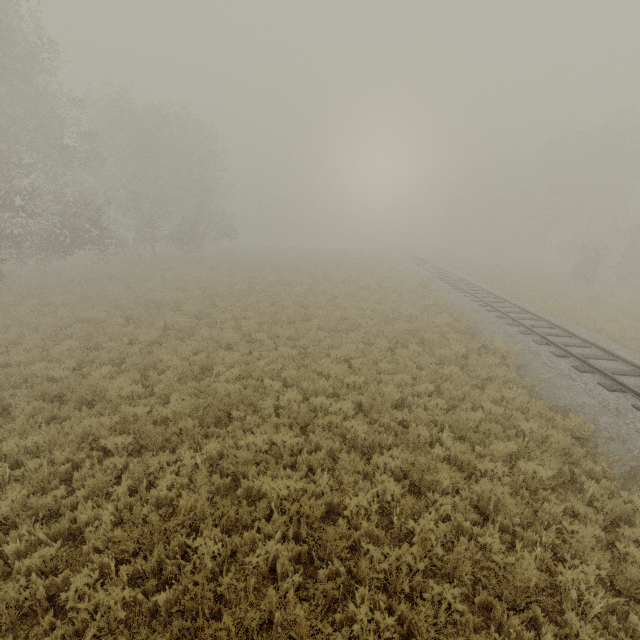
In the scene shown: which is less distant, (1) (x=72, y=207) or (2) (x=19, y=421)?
(2) (x=19, y=421)
